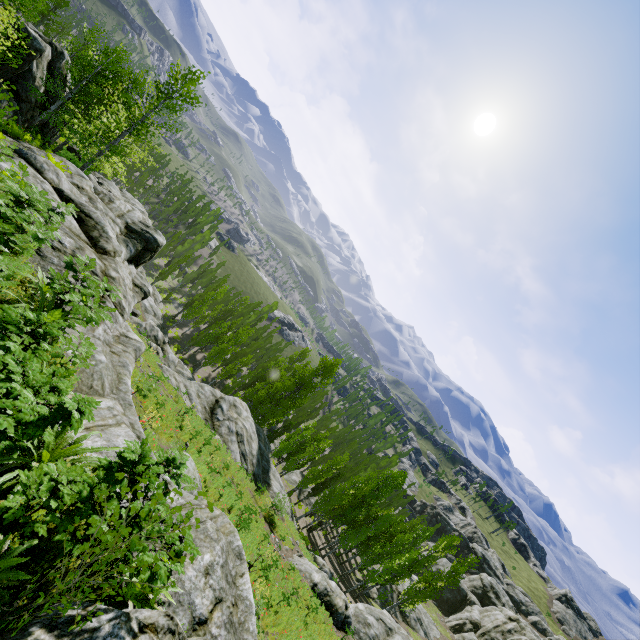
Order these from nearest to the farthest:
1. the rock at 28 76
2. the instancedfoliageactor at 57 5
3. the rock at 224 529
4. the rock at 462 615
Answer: the rock at 224 529
the instancedfoliageactor at 57 5
the rock at 28 76
the rock at 462 615

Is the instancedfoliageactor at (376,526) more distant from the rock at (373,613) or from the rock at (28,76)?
the rock at (373,613)

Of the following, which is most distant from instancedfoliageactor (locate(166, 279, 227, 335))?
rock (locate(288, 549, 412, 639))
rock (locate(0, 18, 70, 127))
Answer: rock (locate(288, 549, 412, 639))

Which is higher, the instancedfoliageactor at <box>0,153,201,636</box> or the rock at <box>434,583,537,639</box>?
the instancedfoliageactor at <box>0,153,201,636</box>

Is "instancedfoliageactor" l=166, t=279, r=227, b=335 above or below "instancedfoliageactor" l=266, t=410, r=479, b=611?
below

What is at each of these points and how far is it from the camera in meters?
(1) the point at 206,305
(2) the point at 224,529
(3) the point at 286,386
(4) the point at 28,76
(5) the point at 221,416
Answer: (1) instancedfoliageactor, 47.6 m
(2) rock, 7.2 m
(3) instancedfoliageactor, 38.9 m
(4) rock, 20.8 m
(5) rock, 27.2 m

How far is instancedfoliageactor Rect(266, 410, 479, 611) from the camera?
33.06m

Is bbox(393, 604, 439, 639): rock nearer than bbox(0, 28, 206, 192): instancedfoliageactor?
No
